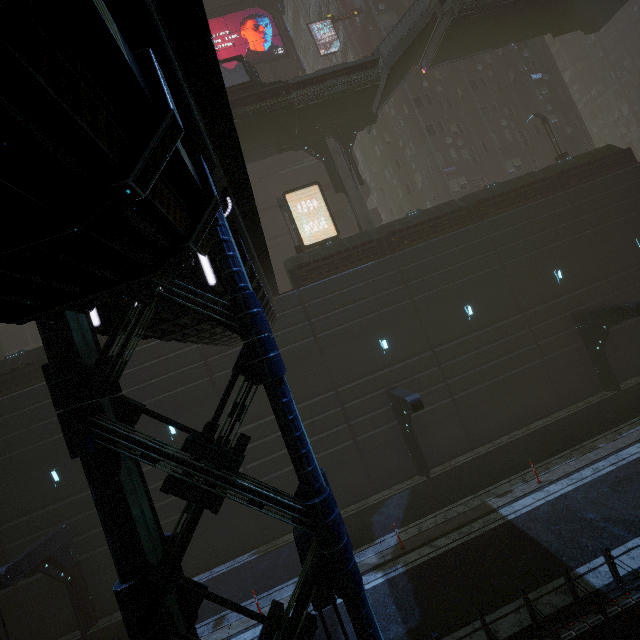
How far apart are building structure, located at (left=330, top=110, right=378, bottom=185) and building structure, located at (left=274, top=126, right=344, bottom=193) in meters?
0.7 m

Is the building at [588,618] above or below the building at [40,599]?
below

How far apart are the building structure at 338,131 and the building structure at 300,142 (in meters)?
0.68

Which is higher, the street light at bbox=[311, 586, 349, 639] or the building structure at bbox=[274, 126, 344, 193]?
the building structure at bbox=[274, 126, 344, 193]

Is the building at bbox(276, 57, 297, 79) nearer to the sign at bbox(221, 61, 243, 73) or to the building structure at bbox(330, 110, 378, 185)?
the sign at bbox(221, 61, 243, 73)

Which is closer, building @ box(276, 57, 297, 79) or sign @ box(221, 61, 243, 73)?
sign @ box(221, 61, 243, 73)

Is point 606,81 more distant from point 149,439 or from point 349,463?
point 149,439

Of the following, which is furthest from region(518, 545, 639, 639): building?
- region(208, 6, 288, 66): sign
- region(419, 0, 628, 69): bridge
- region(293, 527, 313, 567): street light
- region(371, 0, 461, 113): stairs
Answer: region(371, 0, 461, 113): stairs
